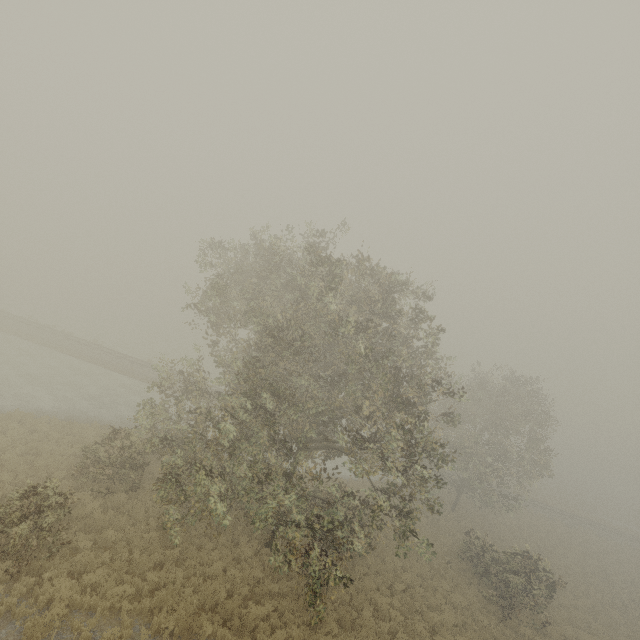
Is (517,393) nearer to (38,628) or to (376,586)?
(376,586)
